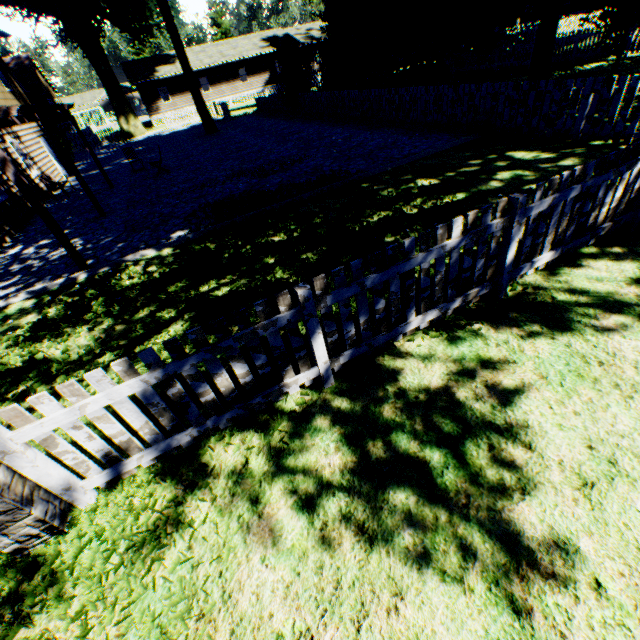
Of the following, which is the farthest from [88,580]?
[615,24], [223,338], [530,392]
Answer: [615,24]

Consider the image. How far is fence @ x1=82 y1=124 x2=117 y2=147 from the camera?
32.3m

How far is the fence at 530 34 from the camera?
19.1 meters

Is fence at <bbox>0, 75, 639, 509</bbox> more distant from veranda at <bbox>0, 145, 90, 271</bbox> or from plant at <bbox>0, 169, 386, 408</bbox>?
veranda at <bbox>0, 145, 90, 271</bbox>

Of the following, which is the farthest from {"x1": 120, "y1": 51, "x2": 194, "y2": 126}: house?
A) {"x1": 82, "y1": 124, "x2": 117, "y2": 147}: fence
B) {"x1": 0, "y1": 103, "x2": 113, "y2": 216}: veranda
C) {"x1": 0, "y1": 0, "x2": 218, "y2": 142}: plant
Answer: {"x1": 0, "y1": 103, "x2": 113, "y2": 216}: veranda

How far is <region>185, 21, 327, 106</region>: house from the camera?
39.09m

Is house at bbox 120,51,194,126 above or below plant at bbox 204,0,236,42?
below

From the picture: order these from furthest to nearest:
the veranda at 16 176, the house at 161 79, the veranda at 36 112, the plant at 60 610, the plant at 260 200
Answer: the house at 161 79
the veranda at 36 112
the veranda at 16 176
the plant at 260 200
the plant at 60 610
